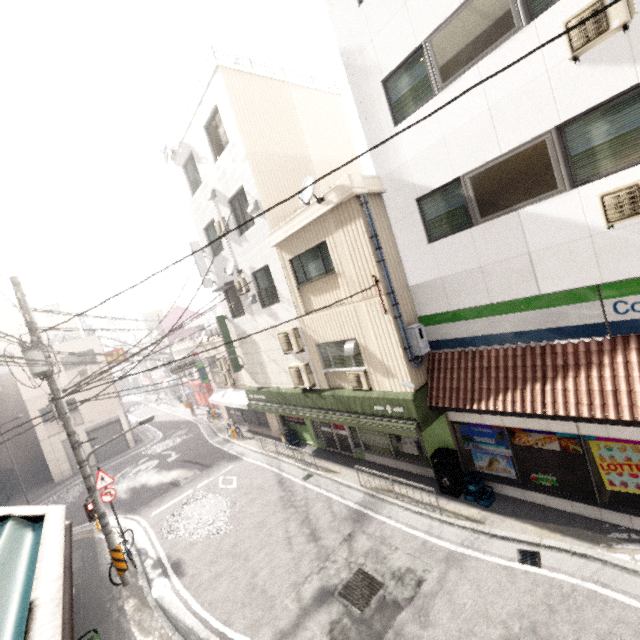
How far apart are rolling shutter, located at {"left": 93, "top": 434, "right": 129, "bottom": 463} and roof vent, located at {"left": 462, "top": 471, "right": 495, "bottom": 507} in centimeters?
2454cm

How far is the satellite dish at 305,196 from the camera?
8.35m

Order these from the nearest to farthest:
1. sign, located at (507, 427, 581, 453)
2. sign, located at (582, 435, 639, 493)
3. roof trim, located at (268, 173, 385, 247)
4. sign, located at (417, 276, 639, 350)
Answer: sign, located at (417, 276, 639, 350) < sign, located at (582, 435, 639, 493) < sign, located at (507, 427, 581, 453) < roof trim, located at (268, 173, 385, 247)

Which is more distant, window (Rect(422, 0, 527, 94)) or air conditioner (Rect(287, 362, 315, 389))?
air conditioner (Rect(287, 362, 315, 389))

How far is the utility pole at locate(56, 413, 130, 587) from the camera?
9.3 meters

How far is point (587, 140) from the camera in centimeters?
557cm

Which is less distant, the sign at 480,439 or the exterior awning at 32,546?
the exterior awning at 32,546

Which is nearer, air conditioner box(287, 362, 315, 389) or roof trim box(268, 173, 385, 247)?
roof trim box(268, 173, 385, 247)
